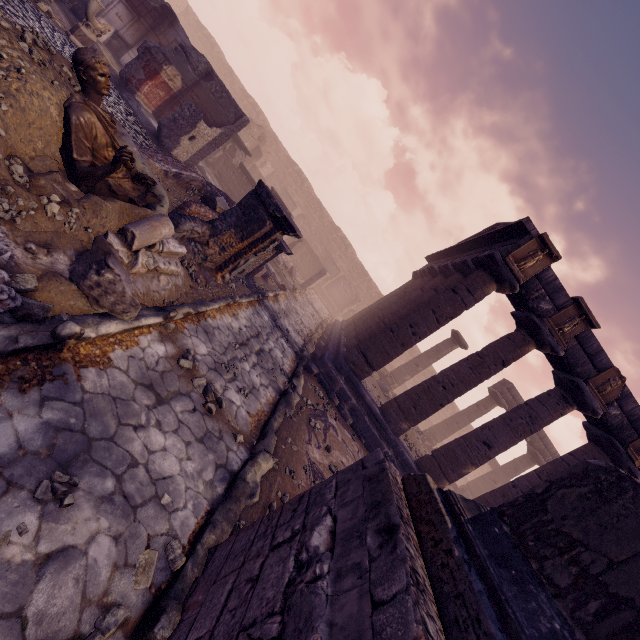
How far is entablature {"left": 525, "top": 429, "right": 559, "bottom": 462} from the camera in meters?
19.9

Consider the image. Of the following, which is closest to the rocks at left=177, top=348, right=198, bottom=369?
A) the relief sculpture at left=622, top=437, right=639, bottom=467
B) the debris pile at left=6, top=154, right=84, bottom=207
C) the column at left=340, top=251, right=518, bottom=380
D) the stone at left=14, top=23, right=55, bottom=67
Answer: the debris pile at left=6, top=154, right=84, bottom=207

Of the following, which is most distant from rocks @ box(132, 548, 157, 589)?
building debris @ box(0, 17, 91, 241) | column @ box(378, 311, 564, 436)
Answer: column @ box(378, 311, 564, 436)

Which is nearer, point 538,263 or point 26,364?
point 26,364

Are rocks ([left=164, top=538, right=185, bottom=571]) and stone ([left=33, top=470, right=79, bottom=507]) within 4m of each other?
yes

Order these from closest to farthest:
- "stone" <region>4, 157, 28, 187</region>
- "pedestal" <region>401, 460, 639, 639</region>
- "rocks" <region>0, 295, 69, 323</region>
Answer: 1. "pedestal" <region>401, 460, 639, 639</region>
2. "rocks" <region>0, 295, 69, 323</region>
3. "stone" <region>4, 157, 28, 187</region>

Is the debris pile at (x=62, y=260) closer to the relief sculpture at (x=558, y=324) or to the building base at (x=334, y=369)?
the building base at (x=334, y=369)

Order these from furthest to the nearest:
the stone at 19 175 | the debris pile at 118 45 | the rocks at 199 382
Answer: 1. the debris pile at 118 45
2. the rocks at 199 382
3. the stone at 19 175
